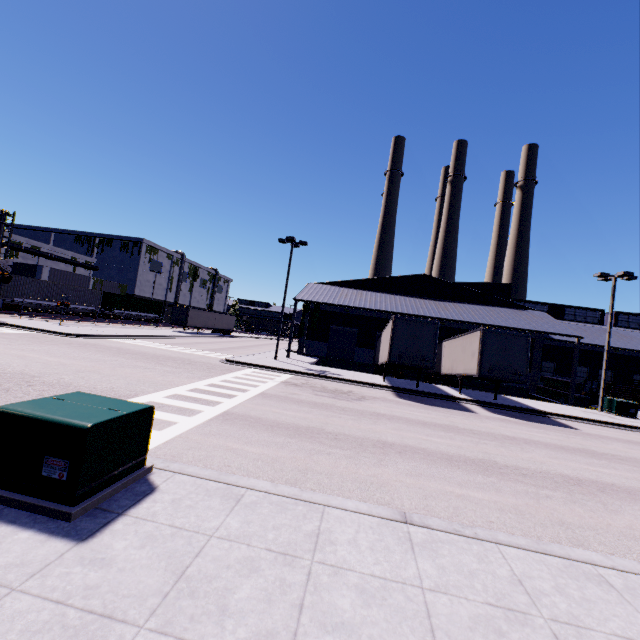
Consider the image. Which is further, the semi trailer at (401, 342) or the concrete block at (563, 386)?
the concrete block at (563, 386)

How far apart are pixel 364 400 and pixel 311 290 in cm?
1850

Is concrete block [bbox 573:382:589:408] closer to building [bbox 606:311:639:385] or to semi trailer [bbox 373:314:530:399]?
building [bbox 606:311:639:385]

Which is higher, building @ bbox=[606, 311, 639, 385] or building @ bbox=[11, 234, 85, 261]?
building @ bbox=[11, 234, 85, 261]

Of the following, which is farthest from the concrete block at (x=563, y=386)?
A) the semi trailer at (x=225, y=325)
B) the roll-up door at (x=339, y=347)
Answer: the roll-up door at (x=339, y=347)

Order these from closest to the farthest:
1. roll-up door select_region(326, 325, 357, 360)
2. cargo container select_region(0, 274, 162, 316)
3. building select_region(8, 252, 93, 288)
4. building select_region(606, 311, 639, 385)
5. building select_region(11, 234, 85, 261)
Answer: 1. building select_region(606, 311, 639, 385)
2. cargo container select_region(0, 274, 162, 316)
3. roll-up door select_region(326, 325, 357, 360)
4. building select_region(8, 252, 93, 288)
5. building select_region(11, 234, 85, 261)

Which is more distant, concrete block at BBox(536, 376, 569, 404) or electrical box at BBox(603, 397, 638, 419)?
concrete block at BBox(536, 376, 569, 404)

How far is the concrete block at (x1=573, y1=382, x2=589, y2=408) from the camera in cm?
2548
